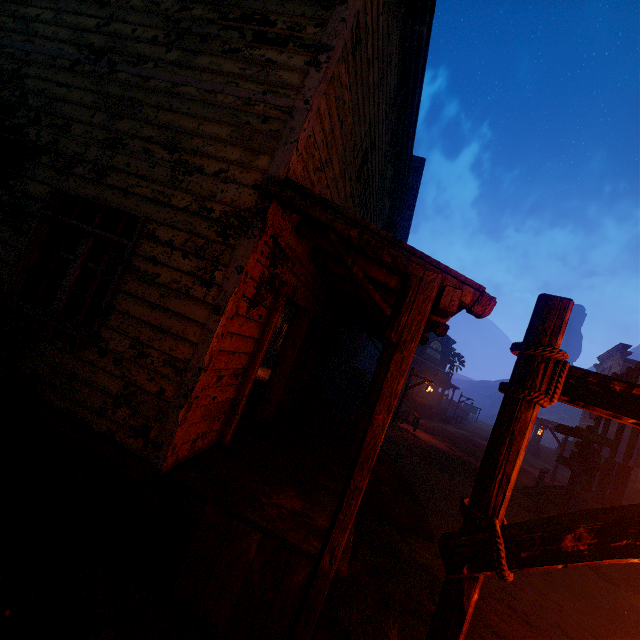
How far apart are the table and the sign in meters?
14.5 m

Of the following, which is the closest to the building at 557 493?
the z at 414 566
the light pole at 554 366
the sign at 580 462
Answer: the z at 414 566

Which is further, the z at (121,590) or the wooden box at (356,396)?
the wooden box at (356,396)

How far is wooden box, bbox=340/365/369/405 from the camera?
14.95m

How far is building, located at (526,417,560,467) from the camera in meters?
28.8 m

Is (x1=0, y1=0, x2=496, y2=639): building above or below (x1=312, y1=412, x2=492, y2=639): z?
above

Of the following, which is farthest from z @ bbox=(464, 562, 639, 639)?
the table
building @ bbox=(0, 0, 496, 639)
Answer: the table

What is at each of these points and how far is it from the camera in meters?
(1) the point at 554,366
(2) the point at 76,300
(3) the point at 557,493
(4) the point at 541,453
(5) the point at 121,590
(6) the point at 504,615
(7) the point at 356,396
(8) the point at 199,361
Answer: (1) light pole, 1.5
(2) table, 9.5
(3) building, 12.5
(4) building, 29.7
(5) z, 2.9
(6) z, 4.7
(7) wooden box, 15.0
(8) building, 3.2
